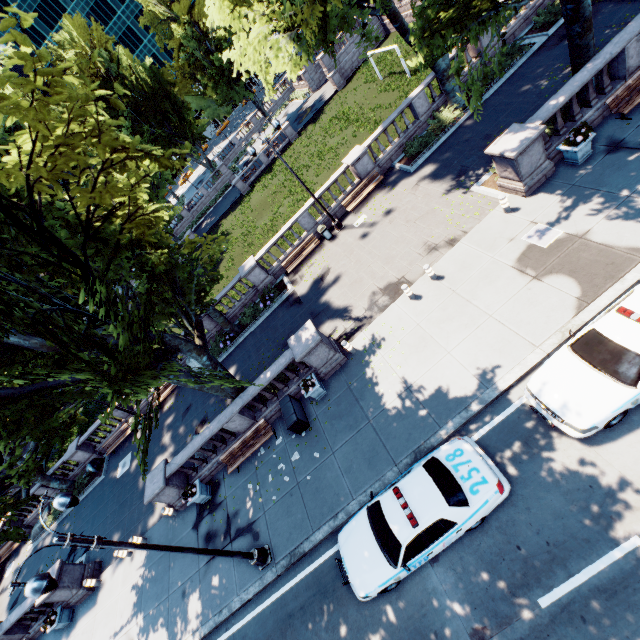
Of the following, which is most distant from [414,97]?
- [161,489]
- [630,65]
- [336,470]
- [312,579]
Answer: [161,489]

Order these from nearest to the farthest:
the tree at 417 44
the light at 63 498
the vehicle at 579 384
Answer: the tree at 417 44
the light at 63 498
the vehicle at 579 384

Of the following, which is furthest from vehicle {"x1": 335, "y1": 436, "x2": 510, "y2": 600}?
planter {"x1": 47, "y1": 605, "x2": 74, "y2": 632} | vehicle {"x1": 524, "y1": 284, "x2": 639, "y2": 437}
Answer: planter {"x1": 47, "y1": 605, "x2": 74, "y2": 632}

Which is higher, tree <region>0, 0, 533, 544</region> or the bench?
tree <region>0, 0, 533, 544</region>

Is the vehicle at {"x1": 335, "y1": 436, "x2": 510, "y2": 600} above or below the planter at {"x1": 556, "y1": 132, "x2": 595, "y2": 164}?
above

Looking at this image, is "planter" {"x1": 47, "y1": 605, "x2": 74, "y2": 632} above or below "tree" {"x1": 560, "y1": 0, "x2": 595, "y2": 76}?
below

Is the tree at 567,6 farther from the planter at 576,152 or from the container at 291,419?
the planter at 576,152

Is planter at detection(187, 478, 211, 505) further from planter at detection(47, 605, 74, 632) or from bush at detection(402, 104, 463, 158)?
bush at detection(402, 104, 463, 158)
